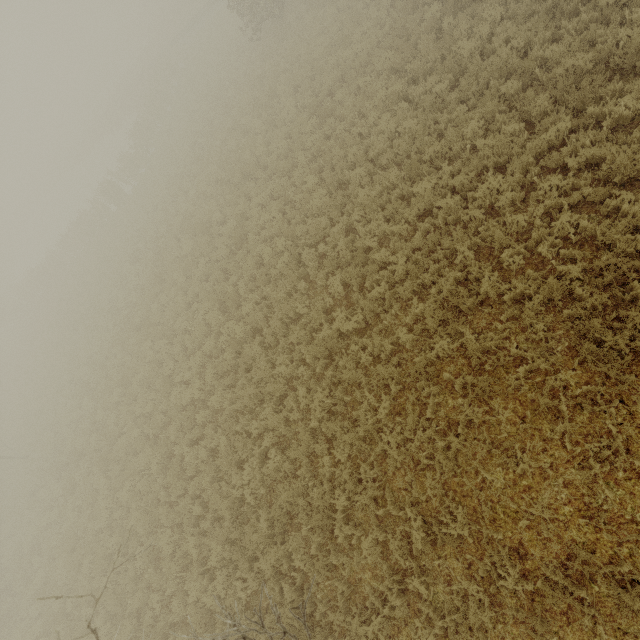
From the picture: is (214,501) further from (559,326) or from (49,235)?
(49,235)
